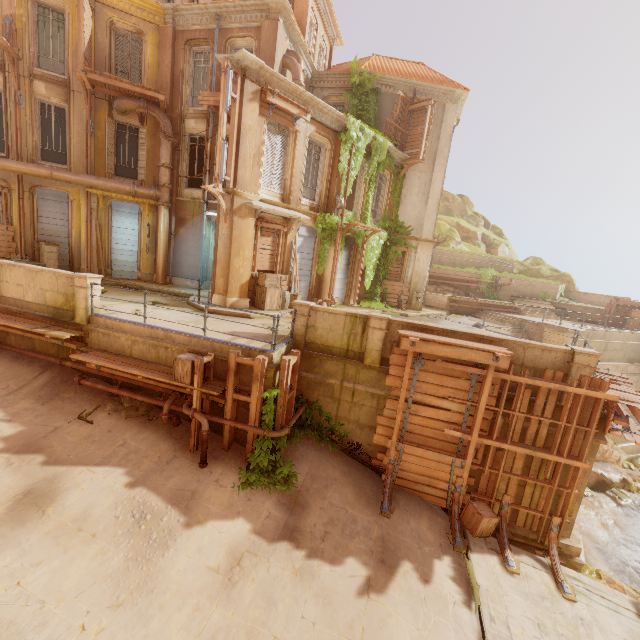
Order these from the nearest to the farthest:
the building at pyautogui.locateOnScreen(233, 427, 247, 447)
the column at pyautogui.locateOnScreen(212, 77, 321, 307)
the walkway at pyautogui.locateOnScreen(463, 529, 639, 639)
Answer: the walkway at pyautogui.locateOnScreen(463, 529, 639, 639)
the building at pyautogui.locateOnScreen(233, 427, 247, 447)
the column at pyautogui.locateOnScreen(212, 77, 321, 307)

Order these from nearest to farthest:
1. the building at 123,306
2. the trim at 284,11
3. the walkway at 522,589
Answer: the walkway at 522,589, the building at 123,306, the trim at 284,11

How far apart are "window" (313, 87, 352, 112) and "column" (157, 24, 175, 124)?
7.37m

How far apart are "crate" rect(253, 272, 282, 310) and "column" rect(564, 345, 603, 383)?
9.84m

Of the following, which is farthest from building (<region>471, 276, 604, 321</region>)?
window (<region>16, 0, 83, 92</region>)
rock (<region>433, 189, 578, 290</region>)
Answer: window (<region>16, 0, 83, 92</region>)

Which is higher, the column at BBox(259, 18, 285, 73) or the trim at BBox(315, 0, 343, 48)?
the trim at BBox(315, 0, 343, 48)

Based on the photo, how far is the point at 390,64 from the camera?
19.08m

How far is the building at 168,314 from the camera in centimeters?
961cm
